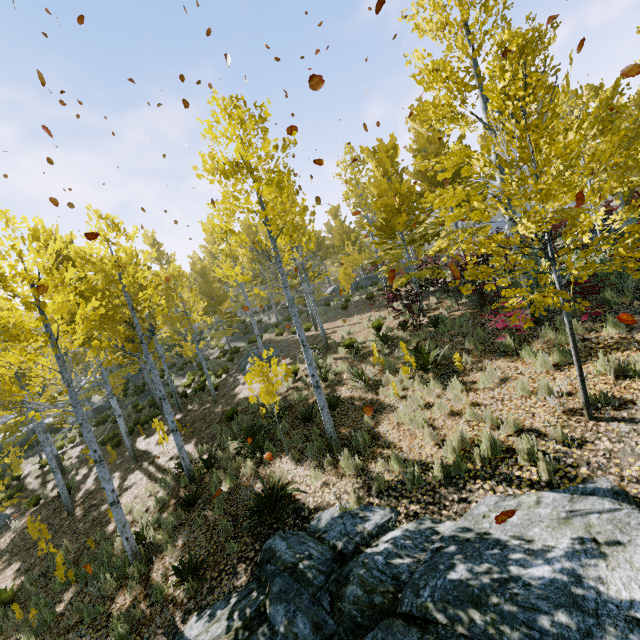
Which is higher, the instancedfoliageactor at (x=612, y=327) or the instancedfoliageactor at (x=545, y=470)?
the instancedfoliageactor at (x=612, y=327)

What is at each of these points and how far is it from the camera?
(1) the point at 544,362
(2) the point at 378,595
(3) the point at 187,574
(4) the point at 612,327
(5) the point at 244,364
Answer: (1) instancedfoliageactor, 6.4 meters
(2) rock, 3.9 meters
(3) instancedfoliageactor, 6.0 meters
(4) instancedfoliageactor, 6.3 meters
(5) rock, 19.1 meters

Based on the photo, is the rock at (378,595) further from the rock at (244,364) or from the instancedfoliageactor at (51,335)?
the rock at (244,364)

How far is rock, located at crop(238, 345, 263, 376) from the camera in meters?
18.1 m

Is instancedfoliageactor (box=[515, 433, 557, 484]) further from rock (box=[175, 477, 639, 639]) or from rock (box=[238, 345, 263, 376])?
rock (box=[238, 345, 263, 376])

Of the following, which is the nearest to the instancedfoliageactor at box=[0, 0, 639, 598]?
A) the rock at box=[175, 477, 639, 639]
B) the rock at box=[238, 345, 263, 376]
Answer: the rock at box=[175, 477, 639, 639]

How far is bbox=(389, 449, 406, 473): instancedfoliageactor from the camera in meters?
5.9
